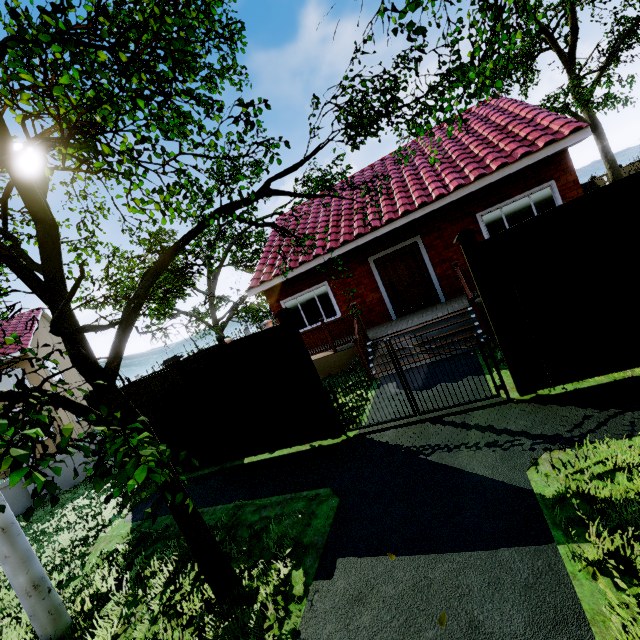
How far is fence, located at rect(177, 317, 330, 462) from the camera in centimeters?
604cm

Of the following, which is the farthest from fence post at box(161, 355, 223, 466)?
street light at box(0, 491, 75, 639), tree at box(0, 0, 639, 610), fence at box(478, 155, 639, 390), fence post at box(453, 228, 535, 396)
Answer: fence post at box(453, 228, 535, 396)

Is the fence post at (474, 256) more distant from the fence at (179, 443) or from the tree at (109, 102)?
the tree at (109, 102)

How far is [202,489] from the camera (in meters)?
6.46

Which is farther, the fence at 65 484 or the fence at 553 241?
the fence at 65 484

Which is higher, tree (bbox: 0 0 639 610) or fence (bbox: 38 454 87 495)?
tree (bbox: 0 0 639 610)

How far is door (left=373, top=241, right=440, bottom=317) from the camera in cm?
1018

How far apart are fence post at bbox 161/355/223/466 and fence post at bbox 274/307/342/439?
2.6 meters
